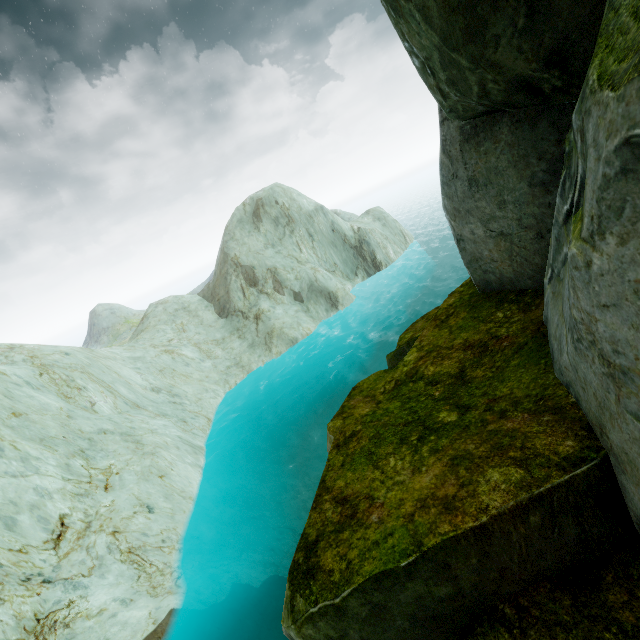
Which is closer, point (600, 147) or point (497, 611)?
point (600, 147)
